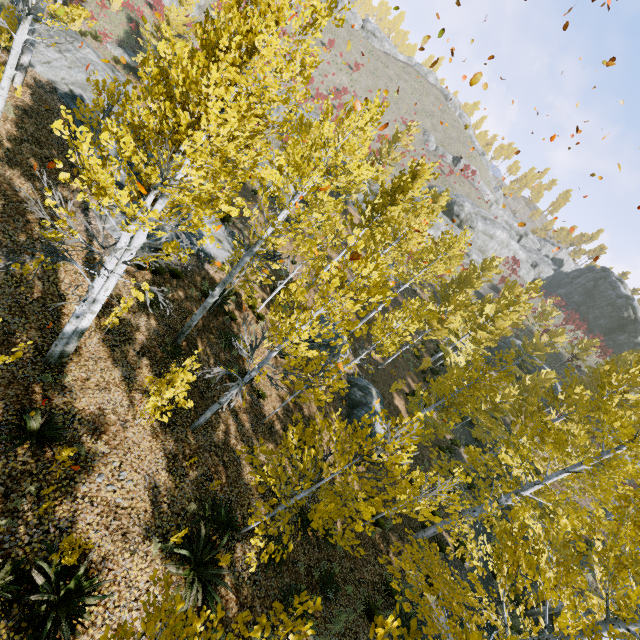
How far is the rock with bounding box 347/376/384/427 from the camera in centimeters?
1744cm

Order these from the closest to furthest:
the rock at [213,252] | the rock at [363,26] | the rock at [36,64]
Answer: the rock at [36,64] < the rock at [213,252] < the rock at [363,26]

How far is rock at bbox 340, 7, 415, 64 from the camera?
53.7m

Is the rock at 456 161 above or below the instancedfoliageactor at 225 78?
above

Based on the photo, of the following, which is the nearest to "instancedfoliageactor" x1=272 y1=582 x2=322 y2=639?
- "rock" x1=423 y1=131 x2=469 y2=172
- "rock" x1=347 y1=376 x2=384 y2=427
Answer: "rock" x1=347 y1=376 x2=384 y2=427

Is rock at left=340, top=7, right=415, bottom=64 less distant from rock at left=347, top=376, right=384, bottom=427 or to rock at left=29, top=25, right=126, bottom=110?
rock at left=29, top=25, right=126, bottom=110

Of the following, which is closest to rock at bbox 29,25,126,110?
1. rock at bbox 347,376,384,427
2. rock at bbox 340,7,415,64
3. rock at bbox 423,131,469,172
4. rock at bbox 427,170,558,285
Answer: rock at bbox 347,376,384,427

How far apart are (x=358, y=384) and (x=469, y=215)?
36.1m
